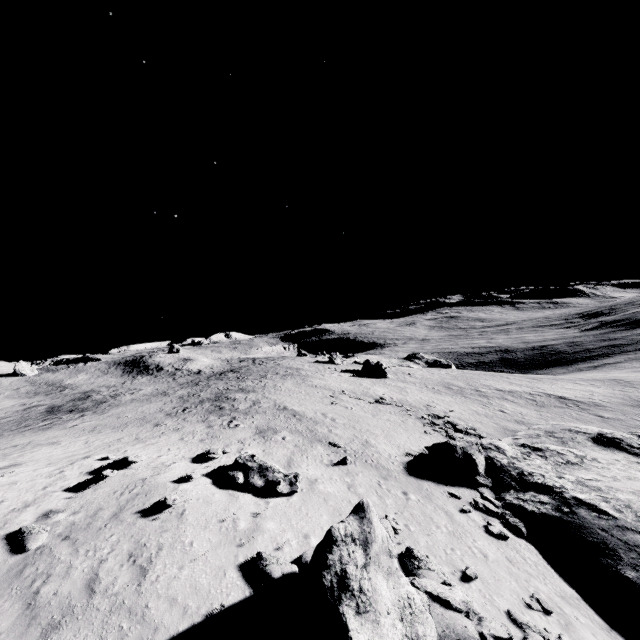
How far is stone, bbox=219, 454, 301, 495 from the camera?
13.2 meters

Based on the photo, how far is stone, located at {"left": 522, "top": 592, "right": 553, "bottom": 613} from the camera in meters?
10.4 m

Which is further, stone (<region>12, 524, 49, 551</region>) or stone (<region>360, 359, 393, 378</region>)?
stone (<region>360, 359, 393, 378</region>)

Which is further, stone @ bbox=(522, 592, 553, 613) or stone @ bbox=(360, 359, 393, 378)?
stone @ bbox=(360, 359, 393, 378)

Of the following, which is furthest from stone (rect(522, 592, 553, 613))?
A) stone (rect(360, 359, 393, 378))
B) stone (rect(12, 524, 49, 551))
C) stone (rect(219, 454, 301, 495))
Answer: stone (rect(360, 359, 393, 378))

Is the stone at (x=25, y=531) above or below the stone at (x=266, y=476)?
above

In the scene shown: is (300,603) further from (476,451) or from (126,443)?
(476,451)

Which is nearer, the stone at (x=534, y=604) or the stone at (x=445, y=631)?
the stone at (x=445, y=631)
